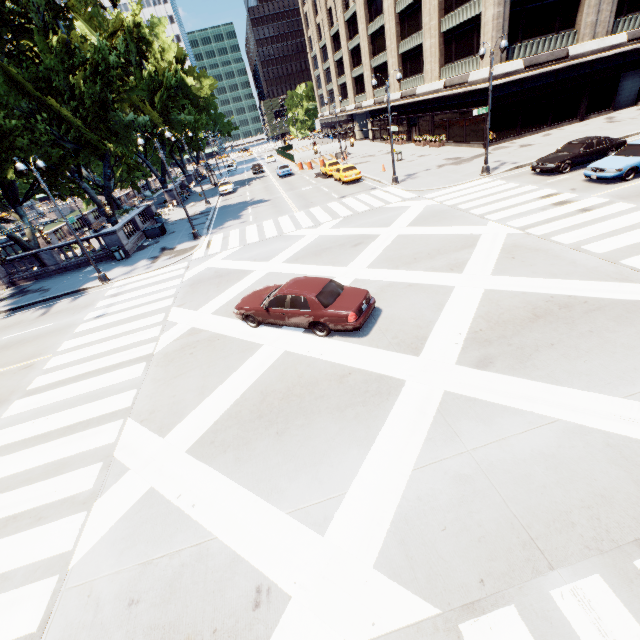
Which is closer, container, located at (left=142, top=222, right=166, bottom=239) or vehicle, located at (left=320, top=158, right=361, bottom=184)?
container, located at (left=142, top=222, right=166, bottom=239)

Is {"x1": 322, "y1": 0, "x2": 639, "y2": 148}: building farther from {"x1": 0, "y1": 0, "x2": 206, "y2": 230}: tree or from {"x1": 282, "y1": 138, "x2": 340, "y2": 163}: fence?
{"x1": 0, "y1": 0, "x2": 206, "y2": 230}: tree

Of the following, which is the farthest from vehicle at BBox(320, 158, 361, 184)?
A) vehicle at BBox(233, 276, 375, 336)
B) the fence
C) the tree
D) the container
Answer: vehicle at BBox(233, 276, 375, 336)

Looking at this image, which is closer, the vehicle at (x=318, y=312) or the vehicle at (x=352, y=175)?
the vehicle at (x=318, y=312)

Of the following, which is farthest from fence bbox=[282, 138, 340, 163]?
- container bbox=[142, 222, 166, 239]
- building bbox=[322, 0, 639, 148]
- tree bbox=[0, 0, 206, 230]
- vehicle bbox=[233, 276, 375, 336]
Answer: vehicle bbox=[233, 276, 375, 336]

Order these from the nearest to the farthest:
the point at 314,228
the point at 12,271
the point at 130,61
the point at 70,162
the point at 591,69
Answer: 1. the point at 314,228
2. the point at 70,162
3. the point at 591,69
4. the point at 12,271
5. the point at 130,61

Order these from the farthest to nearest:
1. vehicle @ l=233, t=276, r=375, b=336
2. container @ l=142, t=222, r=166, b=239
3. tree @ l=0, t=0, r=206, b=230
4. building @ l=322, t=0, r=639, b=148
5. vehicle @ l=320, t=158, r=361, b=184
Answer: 1. vehicle @ l=320, t=158, r=361, b=184
2. container @ l=142, t=222, r=166, b=239
3. building @ l=322, t=0, r=639, b=148
4. tree @ l=0, t=0, r=206, b=230
5. vehicle @ l=233, t=276, r=375, b=336

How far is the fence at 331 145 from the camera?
46.72m
